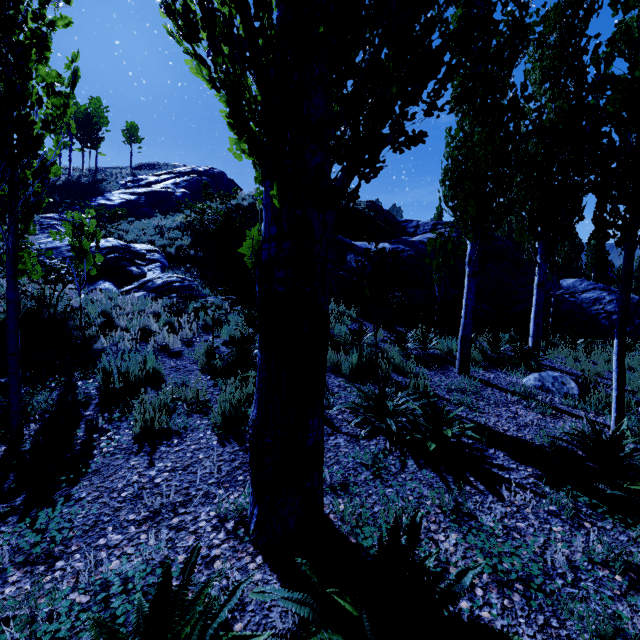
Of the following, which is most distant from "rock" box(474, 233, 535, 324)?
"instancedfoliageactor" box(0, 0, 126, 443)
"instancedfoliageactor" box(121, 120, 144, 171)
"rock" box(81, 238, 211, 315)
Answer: "rock" box(81, 238, 211, 315)

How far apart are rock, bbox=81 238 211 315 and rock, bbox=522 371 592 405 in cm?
1081

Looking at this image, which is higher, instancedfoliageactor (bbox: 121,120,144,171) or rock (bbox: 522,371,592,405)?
instancedfoliageactor (bbox: 121,120,144,171)

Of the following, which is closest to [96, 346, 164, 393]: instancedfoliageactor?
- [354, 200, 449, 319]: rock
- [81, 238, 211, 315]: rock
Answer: [354, 200, 449, 319]: rock

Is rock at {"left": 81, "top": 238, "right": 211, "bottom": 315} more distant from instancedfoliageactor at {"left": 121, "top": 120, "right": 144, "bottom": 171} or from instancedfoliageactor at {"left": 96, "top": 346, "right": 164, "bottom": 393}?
instancedfoliageactor at {"left": 121, "top": 120, "right": 144, "bottom": 171}

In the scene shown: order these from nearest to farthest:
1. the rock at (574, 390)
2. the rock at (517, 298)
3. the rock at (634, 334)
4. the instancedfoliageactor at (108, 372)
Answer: the instancedfoliageactor at (108, 372) < the rock at (574, 390) < the rock at (634, 334) < the rock at (517, 298)

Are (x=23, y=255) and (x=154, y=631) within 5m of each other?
yes

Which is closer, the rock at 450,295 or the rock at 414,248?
the rock at 414,248
